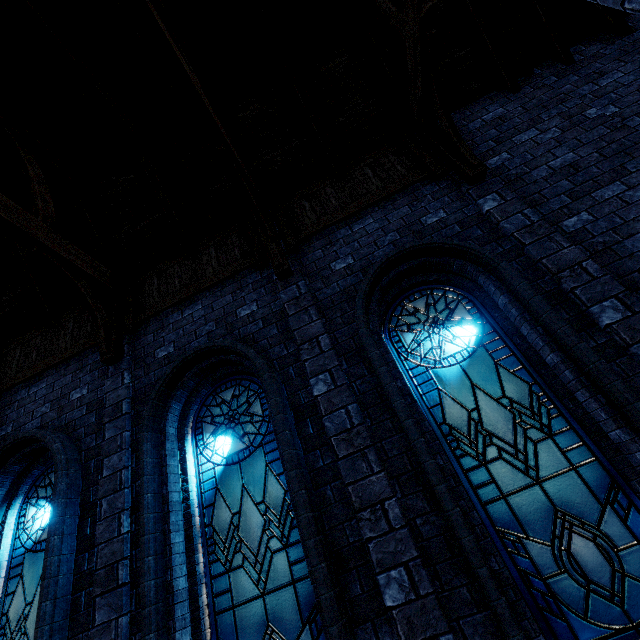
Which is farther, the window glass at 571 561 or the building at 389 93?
the building at 389 93

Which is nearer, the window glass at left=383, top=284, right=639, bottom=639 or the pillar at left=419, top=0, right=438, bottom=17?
the window glass at left=383, top=284, right=639, bottom=639

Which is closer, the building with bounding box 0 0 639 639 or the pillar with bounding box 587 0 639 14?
the pillar with bounding box 587 0 639 14

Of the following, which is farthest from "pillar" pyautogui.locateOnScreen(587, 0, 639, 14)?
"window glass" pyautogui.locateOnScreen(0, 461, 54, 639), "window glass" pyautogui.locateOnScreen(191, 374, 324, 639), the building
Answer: "window glass" pyautogui.locateOnScreen(0, 461, 54, 639)

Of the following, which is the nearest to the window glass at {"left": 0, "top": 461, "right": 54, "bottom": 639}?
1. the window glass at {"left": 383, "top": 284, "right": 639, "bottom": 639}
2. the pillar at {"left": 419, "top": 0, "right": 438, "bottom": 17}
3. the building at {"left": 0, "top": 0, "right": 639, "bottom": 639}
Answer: the building at {"left": 0, "top": 0, "right": 639, "bottom": 639}

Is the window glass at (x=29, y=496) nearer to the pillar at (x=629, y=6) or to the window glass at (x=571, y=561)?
the window glass at (x=571, y=561)

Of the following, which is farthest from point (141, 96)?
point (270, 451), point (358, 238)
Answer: point (270, 451)

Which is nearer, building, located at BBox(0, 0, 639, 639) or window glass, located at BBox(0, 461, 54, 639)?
building, located at BBox(0, 0, 639, 639)
